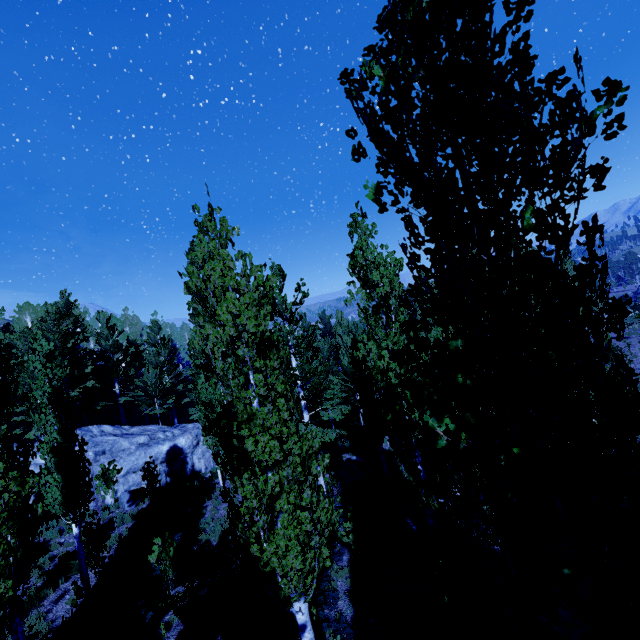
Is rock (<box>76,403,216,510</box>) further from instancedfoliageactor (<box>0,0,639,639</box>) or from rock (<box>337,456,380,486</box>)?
rock (<box>337,456,380,486</box>)

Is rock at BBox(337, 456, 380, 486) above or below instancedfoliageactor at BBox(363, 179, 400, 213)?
below

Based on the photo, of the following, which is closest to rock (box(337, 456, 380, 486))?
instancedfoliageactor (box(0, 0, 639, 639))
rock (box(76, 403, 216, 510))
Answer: instancedfoliageactor (box(0, 0, 639, 639))

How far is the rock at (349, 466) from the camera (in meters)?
17.90

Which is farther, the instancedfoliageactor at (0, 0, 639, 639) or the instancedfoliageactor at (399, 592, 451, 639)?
the instancedfoliageactor at (399, 592, 451, 639)

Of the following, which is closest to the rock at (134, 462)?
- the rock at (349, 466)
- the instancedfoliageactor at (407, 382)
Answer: the instancedfoliageactor at (407, 382)

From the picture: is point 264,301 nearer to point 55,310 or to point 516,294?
point 516,294
